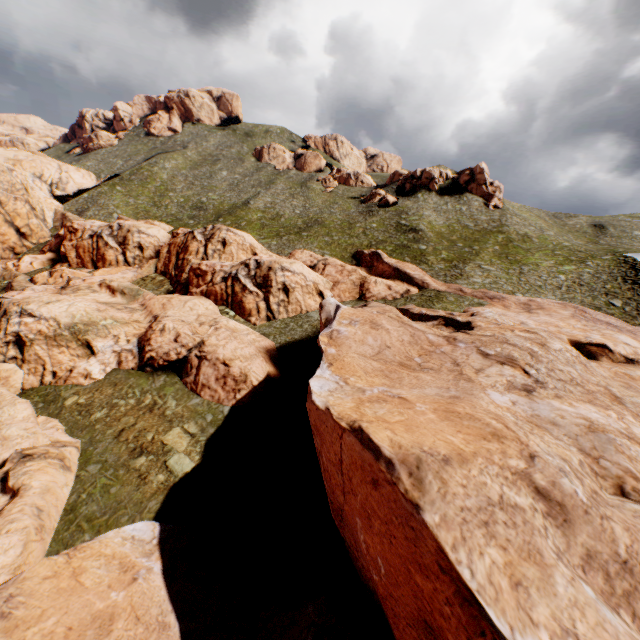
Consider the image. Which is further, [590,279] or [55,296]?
[590,279]
